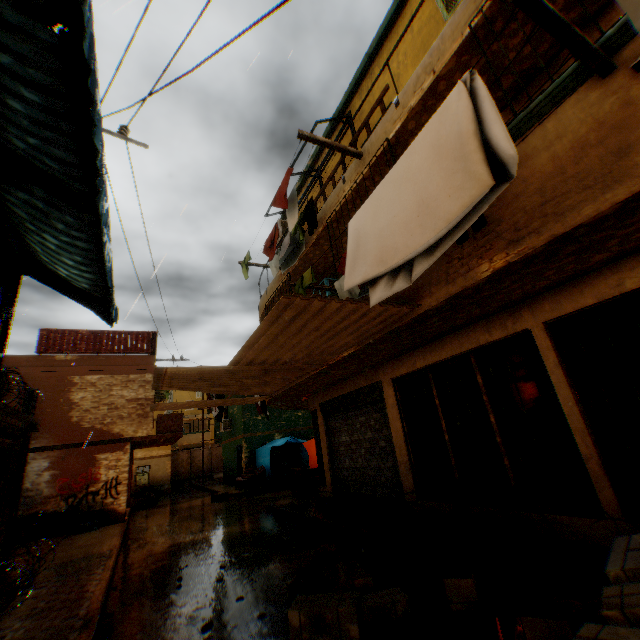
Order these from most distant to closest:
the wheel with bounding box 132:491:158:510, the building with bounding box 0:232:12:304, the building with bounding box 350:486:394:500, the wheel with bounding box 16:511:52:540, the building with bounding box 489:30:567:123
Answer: the wheel with bounding box 132:491:158:510
the wheel with bounding box 16:511:52:540
the building with bounding box 350:486:394:500
the building with bounding box 0:232:12:304
the building with bounding box 489:30:567:123

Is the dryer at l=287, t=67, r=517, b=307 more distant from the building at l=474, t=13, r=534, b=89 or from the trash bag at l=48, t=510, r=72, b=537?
the trash bag at l=48, t=510, r=72, b=537

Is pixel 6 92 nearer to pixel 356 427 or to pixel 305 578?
pixel 305 578

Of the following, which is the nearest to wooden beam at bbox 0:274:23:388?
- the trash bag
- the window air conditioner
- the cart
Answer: the cart

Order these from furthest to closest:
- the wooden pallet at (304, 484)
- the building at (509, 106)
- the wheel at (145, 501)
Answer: the wheel at (145, 501) < the wooden pallet at (304, 484) < the building at (509, 106)

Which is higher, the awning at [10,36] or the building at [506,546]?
the awning at [10,36]

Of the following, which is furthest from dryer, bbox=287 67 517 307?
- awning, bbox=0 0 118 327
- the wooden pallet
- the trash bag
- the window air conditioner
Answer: the trash bag

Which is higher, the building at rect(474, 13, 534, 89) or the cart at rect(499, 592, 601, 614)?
the building at rect(474, 13, 534, 89)
